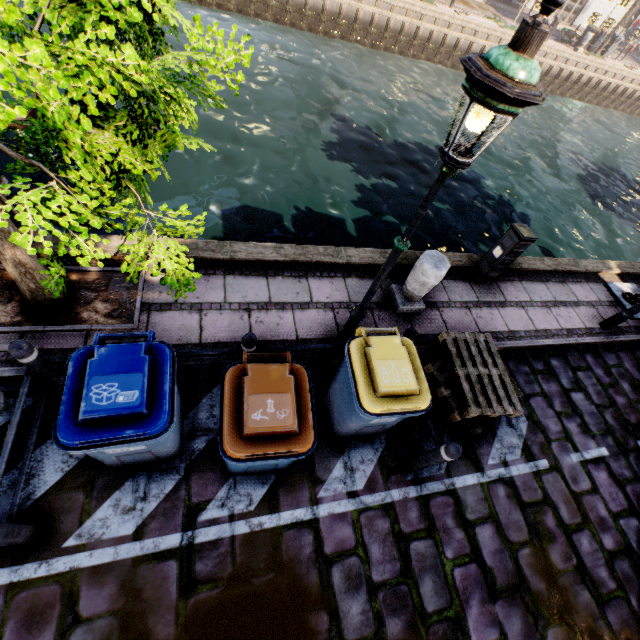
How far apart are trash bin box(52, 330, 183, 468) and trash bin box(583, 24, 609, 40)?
36.5m

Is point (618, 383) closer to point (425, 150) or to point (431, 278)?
point (431, 278)

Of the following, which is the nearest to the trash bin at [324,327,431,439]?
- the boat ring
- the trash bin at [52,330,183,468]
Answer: the trash bin at [52,330,183,468]

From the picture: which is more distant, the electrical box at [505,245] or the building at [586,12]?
the building at [586,12]

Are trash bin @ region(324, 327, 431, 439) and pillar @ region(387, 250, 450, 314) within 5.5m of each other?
yes

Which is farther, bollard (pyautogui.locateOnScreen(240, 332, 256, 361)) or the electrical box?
the electrical box

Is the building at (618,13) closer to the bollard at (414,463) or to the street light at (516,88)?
the street light at (516,88)

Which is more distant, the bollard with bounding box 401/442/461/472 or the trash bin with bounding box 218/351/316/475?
the bollard with bounding box 401/442/461/472
